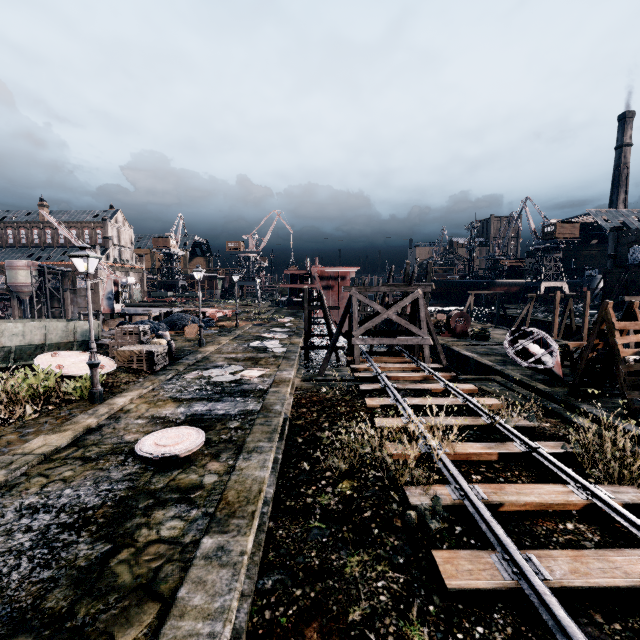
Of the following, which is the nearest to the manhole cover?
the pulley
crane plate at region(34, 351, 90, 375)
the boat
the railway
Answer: the railway

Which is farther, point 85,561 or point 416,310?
point 416,310

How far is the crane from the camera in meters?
38.2 m

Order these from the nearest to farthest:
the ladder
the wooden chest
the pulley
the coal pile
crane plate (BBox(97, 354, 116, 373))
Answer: the ladder < crane plate (BBox(97, 354, 116, 373)) < the wooden chest < the coal pile < the pulley

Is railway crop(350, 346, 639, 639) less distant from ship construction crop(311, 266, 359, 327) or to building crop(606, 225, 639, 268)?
building crop(606, 225, 639, 268)

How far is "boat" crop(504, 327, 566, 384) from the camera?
15.9m

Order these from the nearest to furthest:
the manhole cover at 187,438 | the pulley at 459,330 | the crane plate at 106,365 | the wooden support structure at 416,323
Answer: the manhole cover at 187,438 < the crane plate at 106,365 < the wooden support structure at 416,323 < the pulley at 459,330

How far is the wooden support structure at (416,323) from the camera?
20.5 meters
